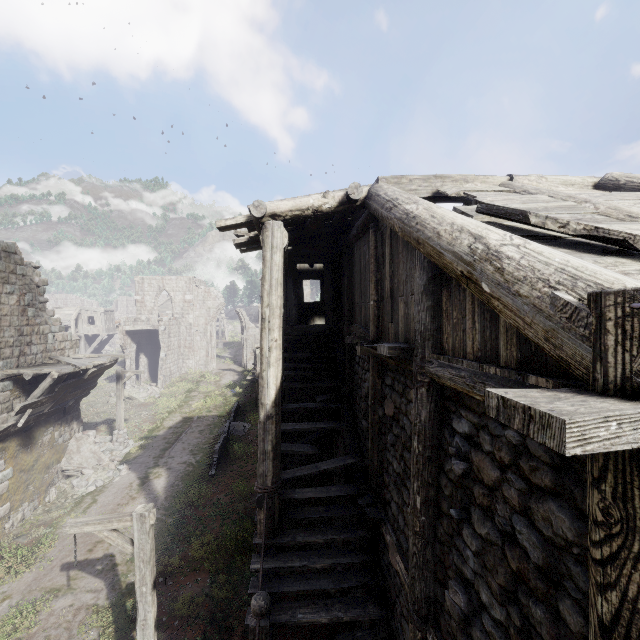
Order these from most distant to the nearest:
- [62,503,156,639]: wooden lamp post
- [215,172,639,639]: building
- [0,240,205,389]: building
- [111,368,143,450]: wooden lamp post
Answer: [111,368,143,450]: wooden lamp post, [0,240,205,389]: building, [62,503,156,639]: wooden lamp post, [215,172,639,639]: building

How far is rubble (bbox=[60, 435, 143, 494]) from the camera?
15.1 meters

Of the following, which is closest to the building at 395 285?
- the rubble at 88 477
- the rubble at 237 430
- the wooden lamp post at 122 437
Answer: the rubble at 88 477

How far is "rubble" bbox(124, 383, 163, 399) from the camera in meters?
27.7

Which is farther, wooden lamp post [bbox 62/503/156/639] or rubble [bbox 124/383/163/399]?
rubble [bbox 124/383/163/399]

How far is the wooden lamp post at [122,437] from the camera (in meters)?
18.50

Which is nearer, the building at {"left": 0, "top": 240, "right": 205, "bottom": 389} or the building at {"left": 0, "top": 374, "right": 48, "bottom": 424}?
the building at {"left": 0, "top": 374, "right": 48, "bottom": 424}

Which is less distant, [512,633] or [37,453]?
[512,633]
